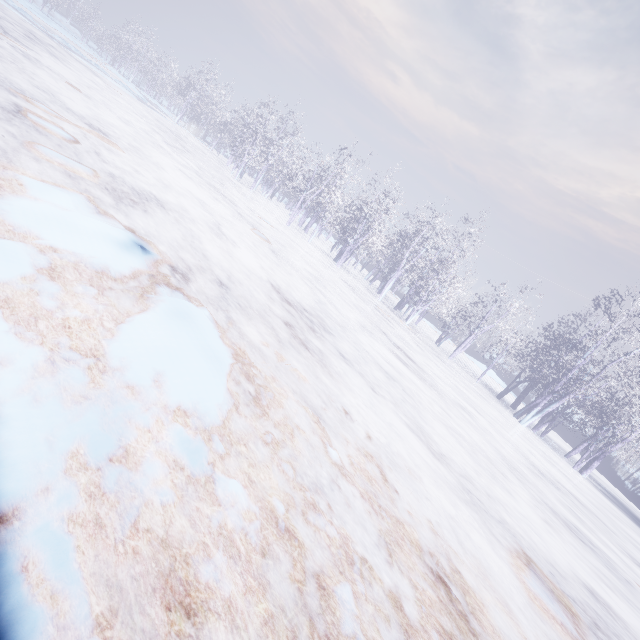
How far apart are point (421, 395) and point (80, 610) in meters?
7.2 m
